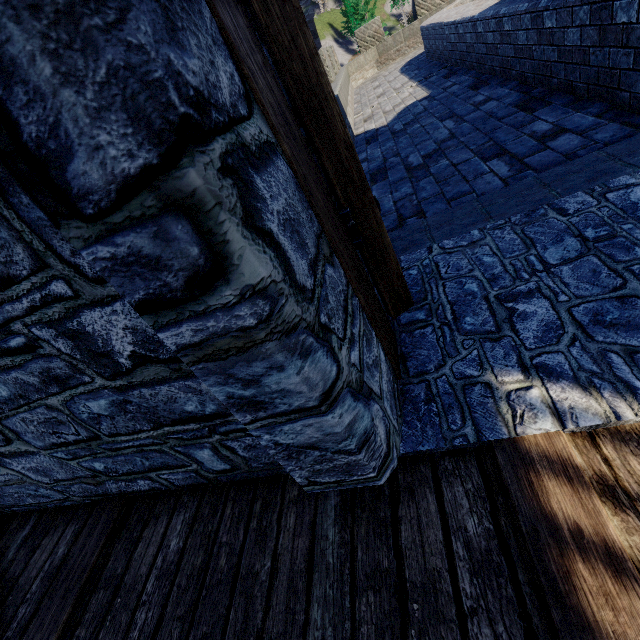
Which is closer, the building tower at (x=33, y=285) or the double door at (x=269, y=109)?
the building tower at (x=33, y=285)

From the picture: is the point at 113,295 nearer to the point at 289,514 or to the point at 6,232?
the point at 6,232

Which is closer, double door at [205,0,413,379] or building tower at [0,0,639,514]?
building tower at [0,0,639,514]
